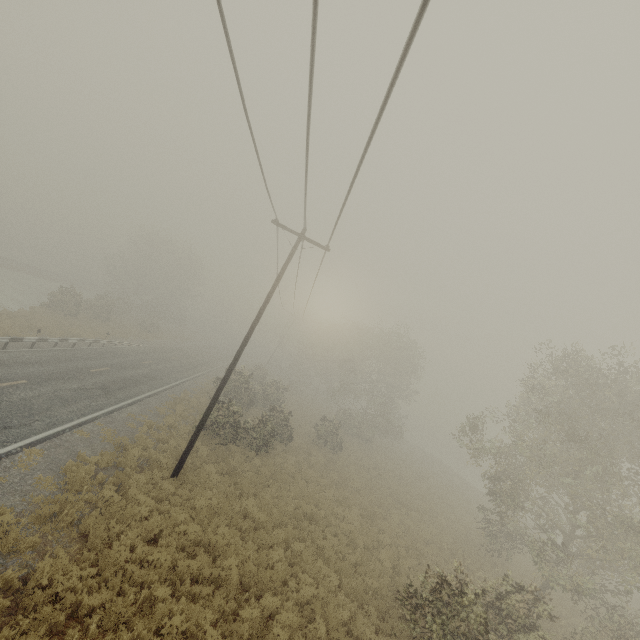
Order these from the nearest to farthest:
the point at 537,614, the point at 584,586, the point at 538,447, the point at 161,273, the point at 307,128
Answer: the point at 307,128
the point at 537,614
the point at 584,586
the point at 538,447
the point at 161,273
